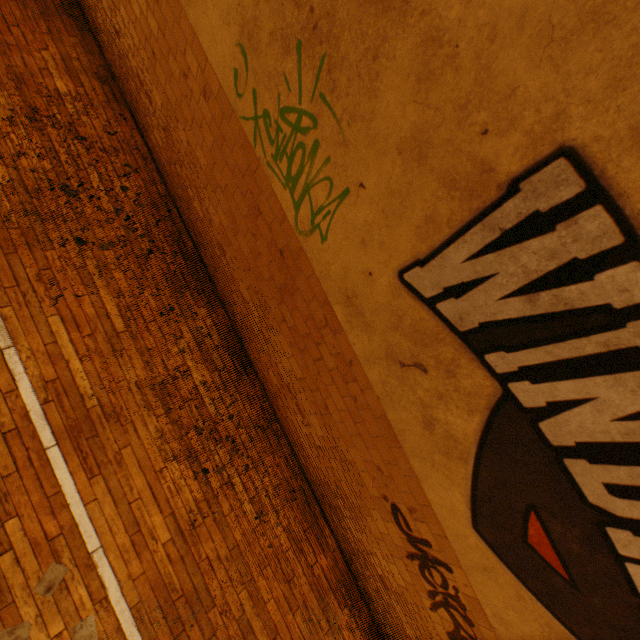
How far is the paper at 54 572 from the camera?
2.6 meters

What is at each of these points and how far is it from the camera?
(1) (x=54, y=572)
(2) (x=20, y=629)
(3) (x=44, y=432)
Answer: (1) paper, 2.69m
(2) paper, 2.50m
(3) floor basketball marking, 2.92m

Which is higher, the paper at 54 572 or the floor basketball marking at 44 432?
the floor basketball marking at 44 432

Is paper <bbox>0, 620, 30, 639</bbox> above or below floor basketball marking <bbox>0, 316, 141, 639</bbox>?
below

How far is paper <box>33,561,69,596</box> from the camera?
2.62m

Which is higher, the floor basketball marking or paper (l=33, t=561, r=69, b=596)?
the floor basketball marking
